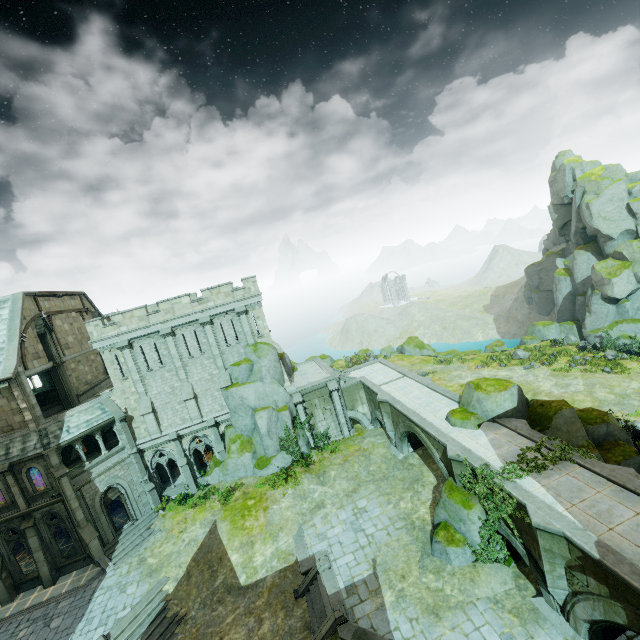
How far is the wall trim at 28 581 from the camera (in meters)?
22.18

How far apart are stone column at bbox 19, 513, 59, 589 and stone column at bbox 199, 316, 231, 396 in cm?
1442

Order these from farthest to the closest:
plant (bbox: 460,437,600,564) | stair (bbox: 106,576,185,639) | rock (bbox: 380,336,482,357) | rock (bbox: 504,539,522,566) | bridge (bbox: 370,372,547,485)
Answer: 1. rock (bbox: 380,336,482,357)
2. stair (bbox: 106,576,185,639)
3. bridge (bbox: 370,372,547,485)
4. rock (bbox: 504,539,522,566)
5. plant (bbox: 460,437,600,564)

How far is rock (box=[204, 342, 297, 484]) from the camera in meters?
26.7 m

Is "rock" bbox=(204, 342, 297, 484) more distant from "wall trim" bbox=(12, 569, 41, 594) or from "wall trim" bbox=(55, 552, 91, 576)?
"wall trim" bbox=(12, 569, 41, 594)

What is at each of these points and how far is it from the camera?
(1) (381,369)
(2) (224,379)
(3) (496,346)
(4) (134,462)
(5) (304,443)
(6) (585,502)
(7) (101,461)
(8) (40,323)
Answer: (1) bridge arch, 32.7 meters
(2) stone column, 27.8 meters
(3) rock, 41.8 meters
(4) stone column, 26.2 meters
(5) rock, 28.6 meters
(6) bridge, 12.4 meters
(7) wall trim, 24.7 meters
(8) merlon, 26.0 meters

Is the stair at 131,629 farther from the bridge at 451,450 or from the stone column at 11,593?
the bridge at 451,450

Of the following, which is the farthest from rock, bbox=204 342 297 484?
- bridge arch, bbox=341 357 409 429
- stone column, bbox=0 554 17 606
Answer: stone column, bbox=0 554 17 606
